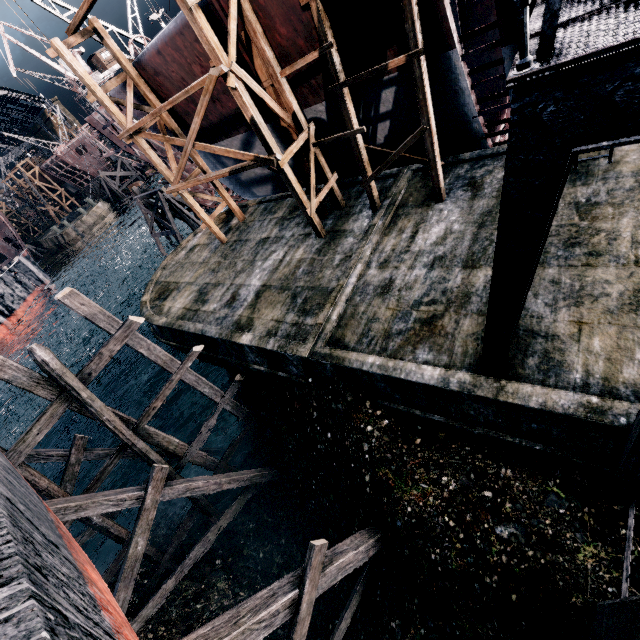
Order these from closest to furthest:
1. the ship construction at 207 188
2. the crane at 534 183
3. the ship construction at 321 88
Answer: the crane at 534 183 < the ship construction at 321 88 < the ship construction at 207 188

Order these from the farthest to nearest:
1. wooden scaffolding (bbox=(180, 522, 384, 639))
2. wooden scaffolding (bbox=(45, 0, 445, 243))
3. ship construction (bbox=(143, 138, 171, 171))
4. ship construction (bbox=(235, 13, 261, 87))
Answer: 1. ship construction (bbox=(143, 138, 171, 171))
2. ship construction (bbox=(235, 13, 261, 87))
3. wooden scaffolding (bbox=(45, 0, 445, 243))
4. wooden scaffolding (bbox=(180, 522, 384, 639))

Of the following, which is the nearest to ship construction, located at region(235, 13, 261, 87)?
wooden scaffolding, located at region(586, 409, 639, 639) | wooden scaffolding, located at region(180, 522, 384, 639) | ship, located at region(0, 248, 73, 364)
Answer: wooden scaffolding, located at region(586, 409, 639, 639)

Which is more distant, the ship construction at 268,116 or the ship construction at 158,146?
the ship construction at 158,146

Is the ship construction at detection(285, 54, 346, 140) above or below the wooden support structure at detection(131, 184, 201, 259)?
above

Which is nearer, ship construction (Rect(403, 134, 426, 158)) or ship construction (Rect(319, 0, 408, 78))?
ship construction (Rect(319, 0, 408, 78))

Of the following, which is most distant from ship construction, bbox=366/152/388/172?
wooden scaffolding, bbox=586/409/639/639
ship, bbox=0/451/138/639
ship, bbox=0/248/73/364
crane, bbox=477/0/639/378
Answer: ship, bbox=0/248/73/364

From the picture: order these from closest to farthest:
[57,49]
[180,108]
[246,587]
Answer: [57,49] → [246,587] → [180,108]
